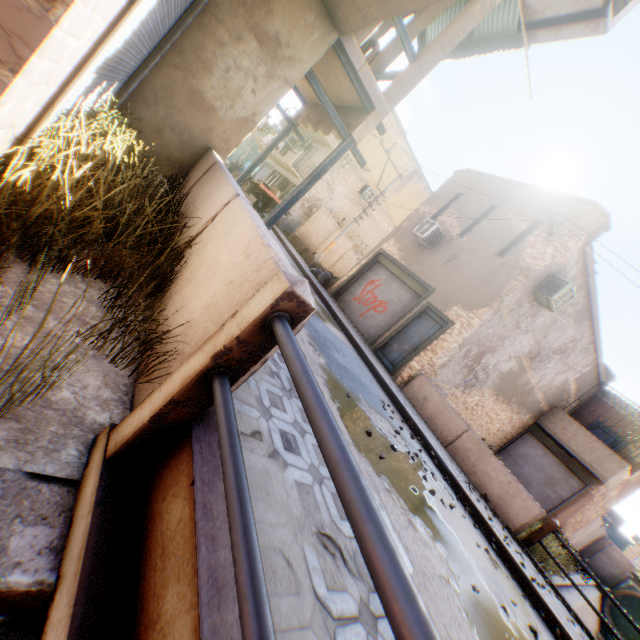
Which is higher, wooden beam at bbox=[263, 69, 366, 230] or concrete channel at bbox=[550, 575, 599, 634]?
wooden beam at bbox=[263, 69, 366, 230]

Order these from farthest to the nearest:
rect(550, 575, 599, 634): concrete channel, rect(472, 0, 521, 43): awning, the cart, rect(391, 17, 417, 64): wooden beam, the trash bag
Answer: the cart → the trash bag → rect(550, 575, 599, 634): concrete channel → rect(472, 0, 521, 43): awning → rect(391, 17, 417, 64): wooden beam

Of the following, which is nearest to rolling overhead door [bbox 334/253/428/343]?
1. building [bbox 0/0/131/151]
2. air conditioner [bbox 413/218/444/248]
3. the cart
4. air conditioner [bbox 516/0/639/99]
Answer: building [bbox 0/0/131/151]

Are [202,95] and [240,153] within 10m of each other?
no

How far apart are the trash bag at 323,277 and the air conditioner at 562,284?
2.23m

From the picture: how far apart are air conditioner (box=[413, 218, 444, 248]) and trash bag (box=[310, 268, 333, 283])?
2.23m

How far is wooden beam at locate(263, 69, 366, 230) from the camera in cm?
612

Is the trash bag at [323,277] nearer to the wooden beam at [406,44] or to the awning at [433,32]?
the awning at [433,32]
